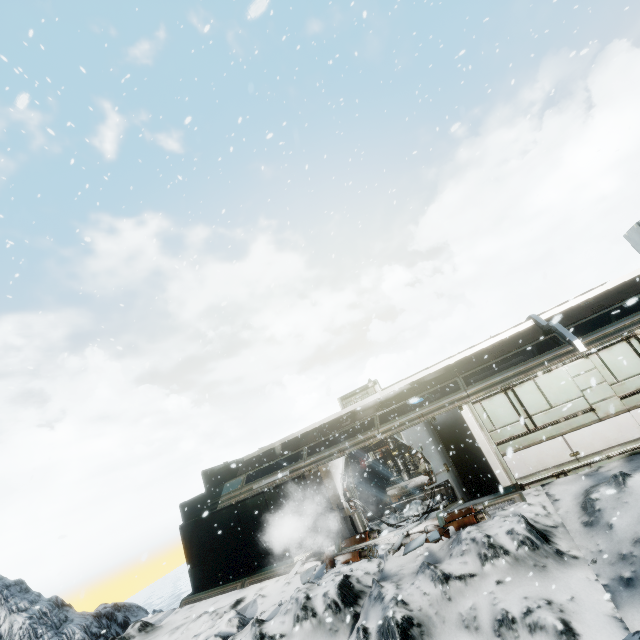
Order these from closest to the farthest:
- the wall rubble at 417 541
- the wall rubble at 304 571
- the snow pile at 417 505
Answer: the wall rubble at 417 541, the wall rubble at 304 571, the snow pile at 417 505

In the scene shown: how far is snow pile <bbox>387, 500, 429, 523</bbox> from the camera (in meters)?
11.31

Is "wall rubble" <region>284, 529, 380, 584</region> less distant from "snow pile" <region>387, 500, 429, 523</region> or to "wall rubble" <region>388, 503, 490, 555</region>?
"snow pile" <region>387, 500, 429, 523</region>

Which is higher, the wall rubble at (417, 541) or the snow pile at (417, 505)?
the snow pile at (417, 505)

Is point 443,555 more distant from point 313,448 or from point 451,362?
point 313,448

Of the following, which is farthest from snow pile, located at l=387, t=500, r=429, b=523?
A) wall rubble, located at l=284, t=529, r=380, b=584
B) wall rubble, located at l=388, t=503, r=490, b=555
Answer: wall rubble, located at l=388, t=503, r=490, b=555
